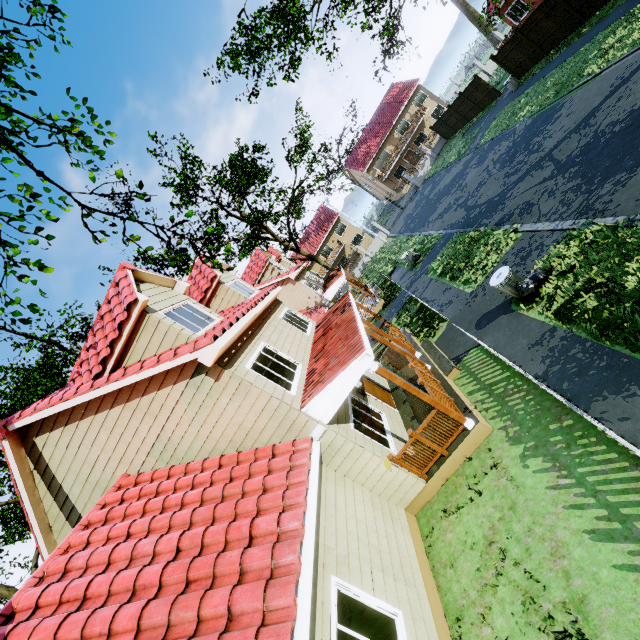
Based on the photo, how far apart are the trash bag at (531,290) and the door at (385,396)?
5.2m

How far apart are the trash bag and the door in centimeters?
516cm

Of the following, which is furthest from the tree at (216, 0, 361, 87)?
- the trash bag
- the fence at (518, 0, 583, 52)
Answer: the trash bag

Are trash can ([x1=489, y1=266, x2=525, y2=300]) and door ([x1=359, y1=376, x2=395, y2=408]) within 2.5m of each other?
no

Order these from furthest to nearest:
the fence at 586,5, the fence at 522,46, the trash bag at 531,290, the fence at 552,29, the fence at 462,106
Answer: the fence at 462,106, the fence at 522,46, the fence at 552,29, the fence at 586,5, the trash bag at 531,290

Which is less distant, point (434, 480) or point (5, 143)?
point (434, 480)

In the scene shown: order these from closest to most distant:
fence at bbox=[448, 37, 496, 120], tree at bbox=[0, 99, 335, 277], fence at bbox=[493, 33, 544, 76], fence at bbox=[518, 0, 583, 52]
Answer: tree at bbox=[0, 99, 335, 277], fence at bbox=[518, 0, 583, 52], fence at bbox=[493, 33, 544, 76], fence at bbox=[448, 37, 496, 120]

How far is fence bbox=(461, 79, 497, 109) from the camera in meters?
25.2 m
